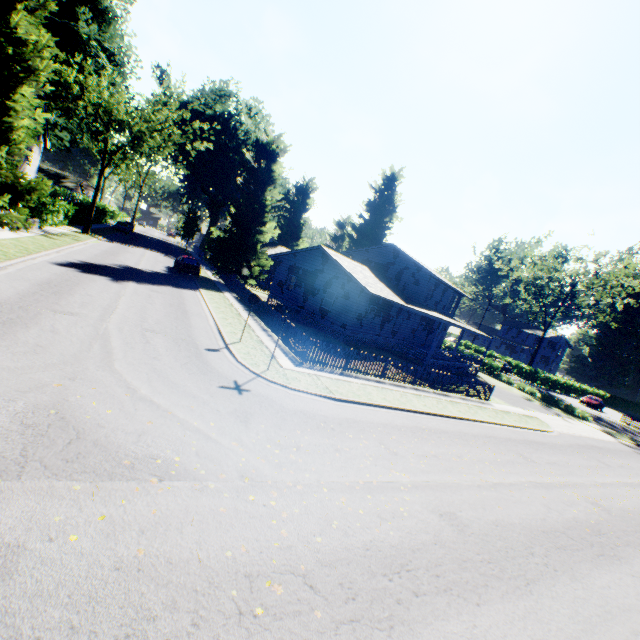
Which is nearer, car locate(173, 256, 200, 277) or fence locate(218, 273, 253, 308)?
fence locate(218, 273, 253, 308)

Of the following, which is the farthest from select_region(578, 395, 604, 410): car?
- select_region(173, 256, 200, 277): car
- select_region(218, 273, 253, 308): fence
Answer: select_region(173, 256, 200, 277): car

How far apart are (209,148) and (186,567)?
62.6m

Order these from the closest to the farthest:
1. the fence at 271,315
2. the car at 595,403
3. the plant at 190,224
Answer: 1. the fence at 271,315
2. the car at 595,403
3. the plant at 190,224

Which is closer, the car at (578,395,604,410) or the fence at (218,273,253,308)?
the fence at (218,273,253,308)

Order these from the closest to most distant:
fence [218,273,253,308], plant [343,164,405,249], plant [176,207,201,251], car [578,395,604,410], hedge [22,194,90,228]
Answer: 1. hedge [22,194,90,228]
2. fence [218,273,253,308]
3. car [578,395,604,410]
4. plant [343,164,405,249]
5. plant [176,207,201,251]

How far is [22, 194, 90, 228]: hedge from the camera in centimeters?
2477cm

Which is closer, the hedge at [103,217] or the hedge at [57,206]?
the hedge at [57,206]
